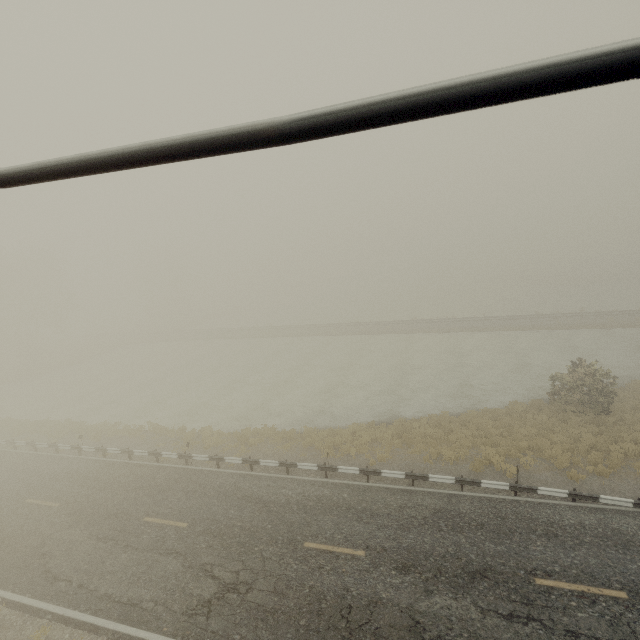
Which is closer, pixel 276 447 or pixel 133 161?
pixel 133 161
